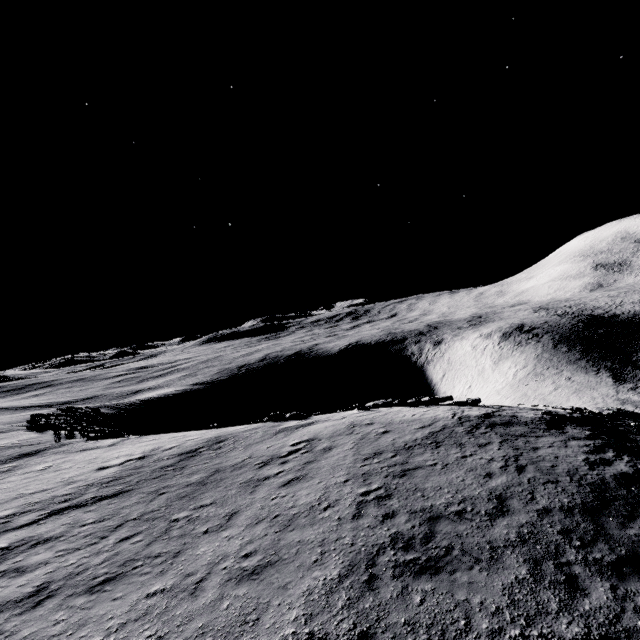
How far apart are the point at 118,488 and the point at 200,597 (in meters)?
9.12
